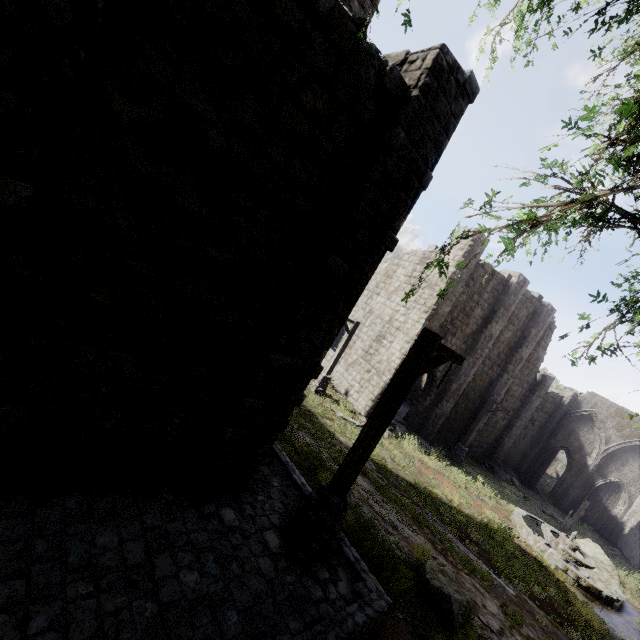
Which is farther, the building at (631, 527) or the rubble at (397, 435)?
the building at (631, 527)

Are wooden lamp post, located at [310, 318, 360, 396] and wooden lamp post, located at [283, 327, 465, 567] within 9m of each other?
no

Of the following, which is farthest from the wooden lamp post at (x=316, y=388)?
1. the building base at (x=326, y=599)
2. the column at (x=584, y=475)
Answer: the column at (x=584, y=475)

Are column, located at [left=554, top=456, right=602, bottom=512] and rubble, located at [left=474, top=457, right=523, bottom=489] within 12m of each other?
yes

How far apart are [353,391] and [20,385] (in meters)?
18.18

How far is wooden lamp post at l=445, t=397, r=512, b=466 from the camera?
19.55m

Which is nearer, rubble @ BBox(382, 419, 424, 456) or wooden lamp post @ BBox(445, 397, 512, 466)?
rubble @ BBox(382, 419, 424, 456)

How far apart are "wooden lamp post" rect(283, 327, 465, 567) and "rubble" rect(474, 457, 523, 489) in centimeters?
2314cm
